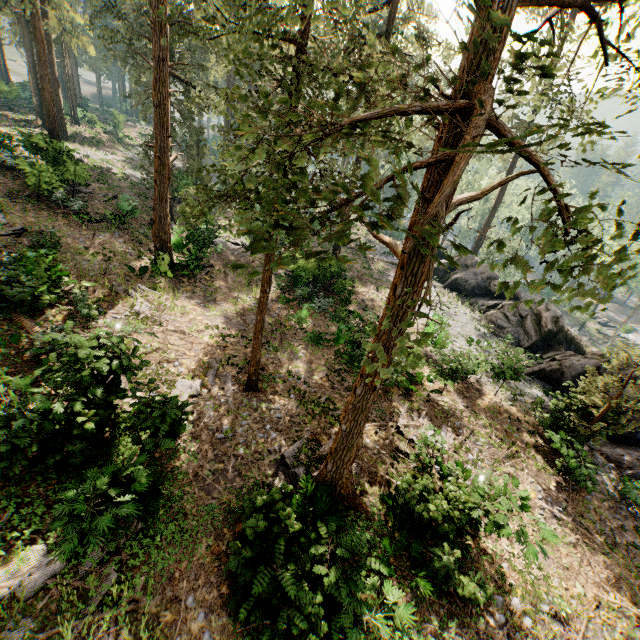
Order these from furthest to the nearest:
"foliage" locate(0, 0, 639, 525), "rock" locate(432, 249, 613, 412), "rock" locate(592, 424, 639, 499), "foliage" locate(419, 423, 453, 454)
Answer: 1. "rock" locate(432, 249, 613, 412)
2. "rock" locate(592, 424, 639, 499)
3. "foliage" locate(419, 423, 453, 454)
4. "foliage" locate(0, 0, 639, 525)

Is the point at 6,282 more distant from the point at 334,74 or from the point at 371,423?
the point at 371,423

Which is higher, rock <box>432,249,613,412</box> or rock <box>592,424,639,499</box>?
rock <box>432,249,613,412</box>

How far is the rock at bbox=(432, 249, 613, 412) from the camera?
19.6m

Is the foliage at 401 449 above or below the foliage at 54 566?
below

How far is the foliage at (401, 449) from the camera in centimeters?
1310cm

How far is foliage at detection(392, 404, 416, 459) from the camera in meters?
13.1
